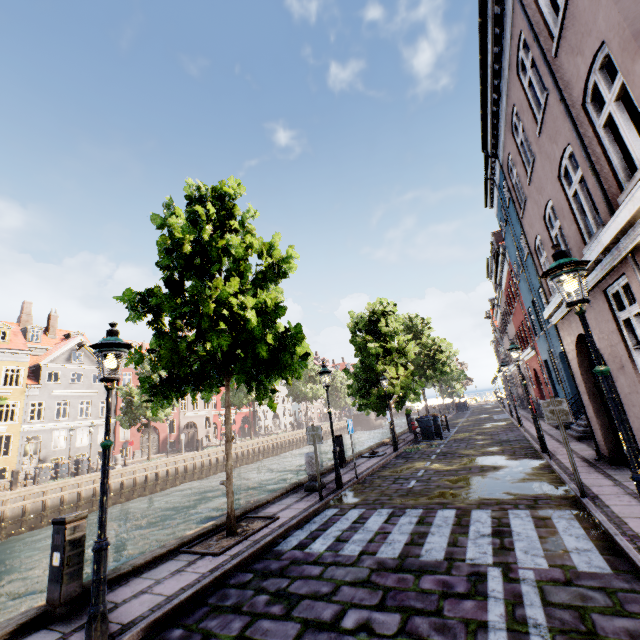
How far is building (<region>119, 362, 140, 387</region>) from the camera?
36.20m

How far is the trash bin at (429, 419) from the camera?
19.3 meters

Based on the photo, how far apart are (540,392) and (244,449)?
29.9 meters

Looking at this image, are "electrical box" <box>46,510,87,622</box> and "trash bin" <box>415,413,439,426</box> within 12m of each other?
no

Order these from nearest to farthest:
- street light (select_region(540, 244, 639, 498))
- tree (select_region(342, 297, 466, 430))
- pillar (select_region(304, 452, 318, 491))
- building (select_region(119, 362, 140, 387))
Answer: street light (select_region(540, 244, 639, 498)), pillar (select_region(304, 452, 318, 491)), tree (select_region(342, 297, 466, 430)), building (select_region(119, 362, 140, 387))

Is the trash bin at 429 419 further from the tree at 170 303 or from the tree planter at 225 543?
the tree planter at 225 543

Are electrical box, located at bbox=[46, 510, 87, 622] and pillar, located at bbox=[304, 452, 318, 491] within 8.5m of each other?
yes

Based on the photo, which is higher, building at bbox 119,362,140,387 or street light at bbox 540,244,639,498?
building at bbox 119,362,140,387
